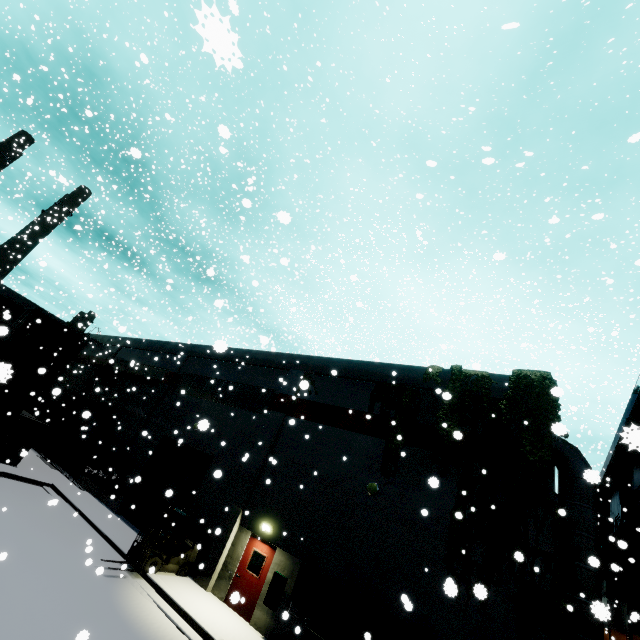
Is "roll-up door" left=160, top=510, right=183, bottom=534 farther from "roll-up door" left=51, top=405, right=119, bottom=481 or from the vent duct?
the vent duct

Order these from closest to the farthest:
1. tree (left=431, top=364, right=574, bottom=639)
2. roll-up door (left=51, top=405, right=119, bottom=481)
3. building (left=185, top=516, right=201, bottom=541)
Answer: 1. tree (left=431, top=364, right=574, bottom=639)
2. building (left=185, top=516, right=201, bottom=541)
3. roll-up door (left=51, top=405, right=119, bottom=481)

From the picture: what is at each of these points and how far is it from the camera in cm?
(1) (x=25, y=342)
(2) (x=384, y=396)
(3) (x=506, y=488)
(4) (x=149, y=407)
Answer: (1) cargo container, 2466
(2) tree, 1429
(3) building, 1035
(4) building, 2197

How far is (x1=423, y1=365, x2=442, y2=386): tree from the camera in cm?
1335

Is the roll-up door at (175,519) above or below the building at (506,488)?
below

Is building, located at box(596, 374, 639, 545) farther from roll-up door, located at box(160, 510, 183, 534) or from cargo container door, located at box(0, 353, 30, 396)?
cargo container door, located at box(0, 353, 30, 396)

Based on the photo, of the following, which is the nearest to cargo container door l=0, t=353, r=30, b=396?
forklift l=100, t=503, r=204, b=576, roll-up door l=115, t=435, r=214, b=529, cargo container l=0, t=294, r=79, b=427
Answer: cargo container l=0, t=294, r=79, b=427

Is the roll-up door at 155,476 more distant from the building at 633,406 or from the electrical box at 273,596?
the electrical box at 273,596
